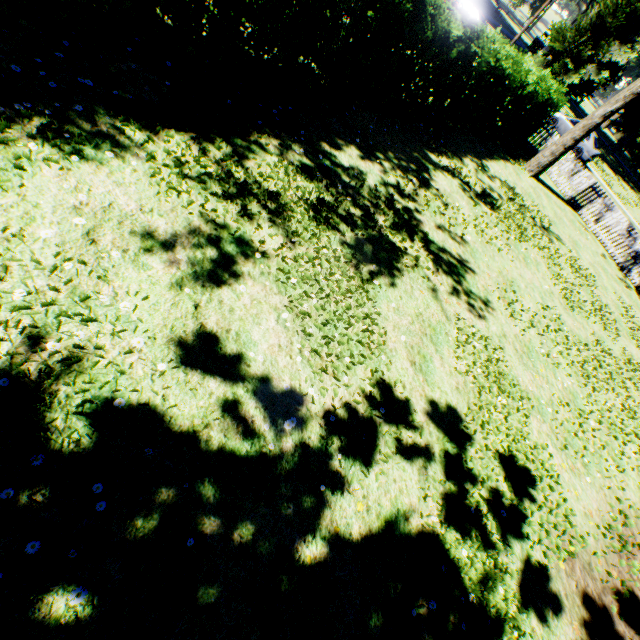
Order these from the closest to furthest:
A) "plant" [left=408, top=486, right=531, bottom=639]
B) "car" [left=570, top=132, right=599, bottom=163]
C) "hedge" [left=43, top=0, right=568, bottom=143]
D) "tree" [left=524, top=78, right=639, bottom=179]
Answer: "plant" [left=408, top=486, right=531, bottom=639], "hedge" [left=43, top=0, right=568, bottom=143], "tree" [left=524, top=78, right=639, bottom=179], "car" [left=570, top=132, right=599, bottom=163]

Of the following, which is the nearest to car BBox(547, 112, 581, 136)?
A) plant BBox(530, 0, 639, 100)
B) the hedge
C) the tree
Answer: plant BBox(530, 0, 639, 100)

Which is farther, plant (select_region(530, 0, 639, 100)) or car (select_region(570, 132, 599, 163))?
plant (select_region(530, 0, 639, 100))

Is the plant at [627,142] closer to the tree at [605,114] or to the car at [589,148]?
the car at [589,148]

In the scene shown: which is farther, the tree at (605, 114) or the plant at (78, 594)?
the tree at (605, 114)

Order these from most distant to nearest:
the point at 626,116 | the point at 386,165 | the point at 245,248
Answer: the point at 626,116
the point at 386,165
the point at 245,248

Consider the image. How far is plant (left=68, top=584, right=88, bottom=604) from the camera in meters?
2.2

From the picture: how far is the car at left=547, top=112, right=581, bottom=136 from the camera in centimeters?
2347cm
